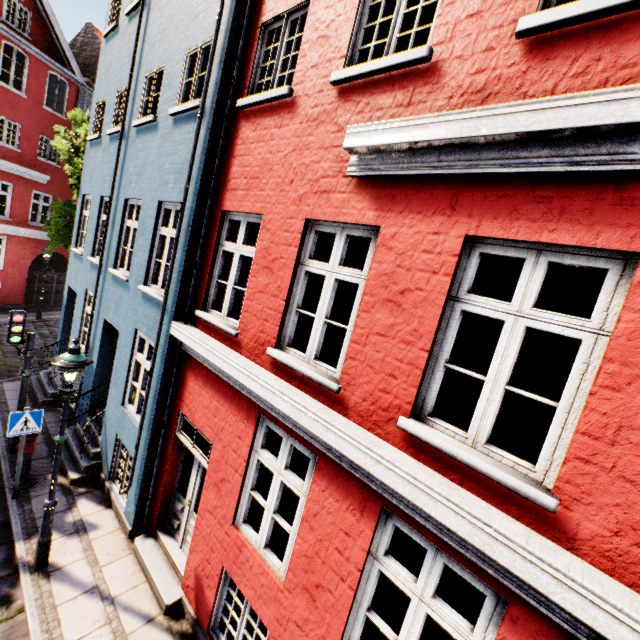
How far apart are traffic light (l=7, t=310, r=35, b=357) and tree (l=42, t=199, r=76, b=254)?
6.9m

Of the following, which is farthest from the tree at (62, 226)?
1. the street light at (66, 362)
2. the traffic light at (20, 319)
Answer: the street light at (66, 362)

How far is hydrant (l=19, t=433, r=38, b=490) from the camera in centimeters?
669cm

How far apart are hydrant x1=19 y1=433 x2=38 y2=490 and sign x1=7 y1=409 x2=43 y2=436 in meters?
0.5

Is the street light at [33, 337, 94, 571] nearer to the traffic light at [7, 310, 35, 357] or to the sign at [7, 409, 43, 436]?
the sign at [7, 409, 43, 436]

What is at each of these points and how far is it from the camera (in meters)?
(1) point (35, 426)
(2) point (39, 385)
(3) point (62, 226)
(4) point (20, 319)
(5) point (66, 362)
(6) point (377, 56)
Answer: (1) sign, 6.36
(2) building, 10.40
(3) tree, 11.89
(4) traffic light, 7.00
(5) street light, 4.74
(6) building, 7.51

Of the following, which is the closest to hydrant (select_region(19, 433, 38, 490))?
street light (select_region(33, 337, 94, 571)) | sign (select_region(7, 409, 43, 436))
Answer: sign (select_region(7, 409, 43, 436))

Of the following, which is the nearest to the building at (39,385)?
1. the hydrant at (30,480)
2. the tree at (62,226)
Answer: the hydrant at (30,480)
